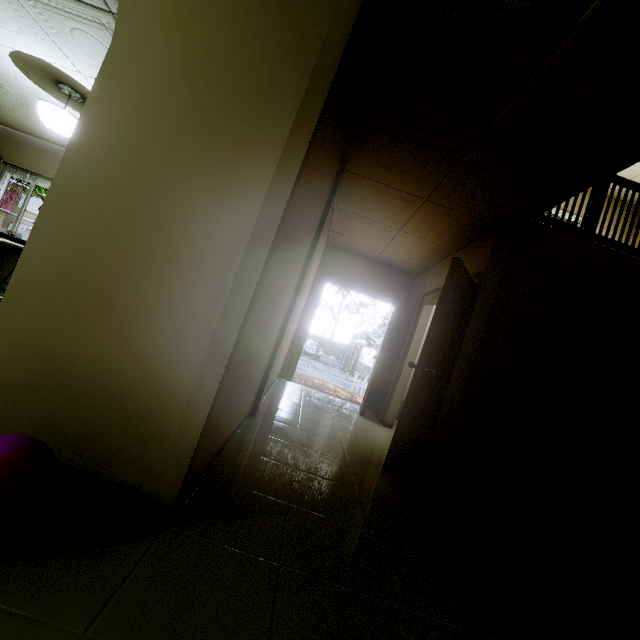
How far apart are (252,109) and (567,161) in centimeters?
233cm

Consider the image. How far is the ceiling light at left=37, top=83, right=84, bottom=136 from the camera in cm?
374

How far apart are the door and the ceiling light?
4.7 meters

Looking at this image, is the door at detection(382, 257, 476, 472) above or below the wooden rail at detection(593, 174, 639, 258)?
below

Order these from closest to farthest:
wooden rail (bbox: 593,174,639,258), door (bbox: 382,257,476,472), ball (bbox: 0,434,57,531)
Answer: ball (bbox: 0,434,57,531), door (bbox: 382,257,476,472), wooden rail (bbox: 593,174,639,258)

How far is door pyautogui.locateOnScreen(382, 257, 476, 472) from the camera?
2.96m

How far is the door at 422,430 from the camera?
3.0 meters

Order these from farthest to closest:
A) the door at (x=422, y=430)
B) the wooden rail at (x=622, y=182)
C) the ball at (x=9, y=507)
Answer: the wooden rail at (x=622, y=182), the door at (x=422, y=430), the ball at (x=9, y=507)
